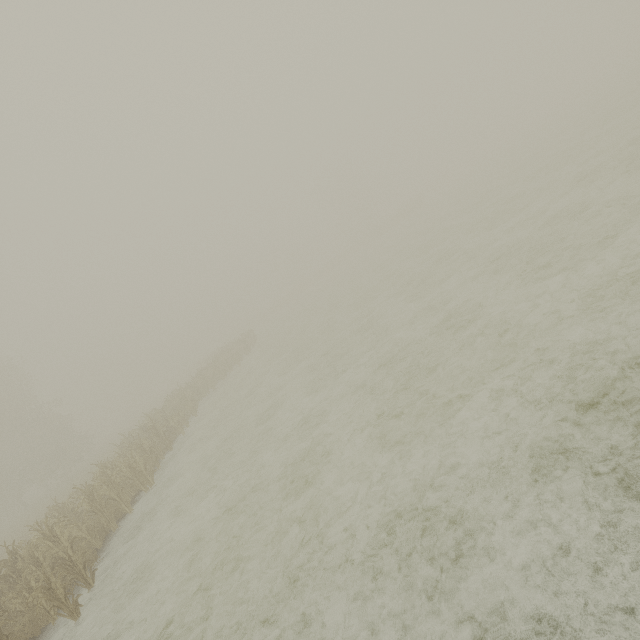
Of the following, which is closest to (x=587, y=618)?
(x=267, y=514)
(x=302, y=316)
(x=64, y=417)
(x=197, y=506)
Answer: (x=267, y=514)
